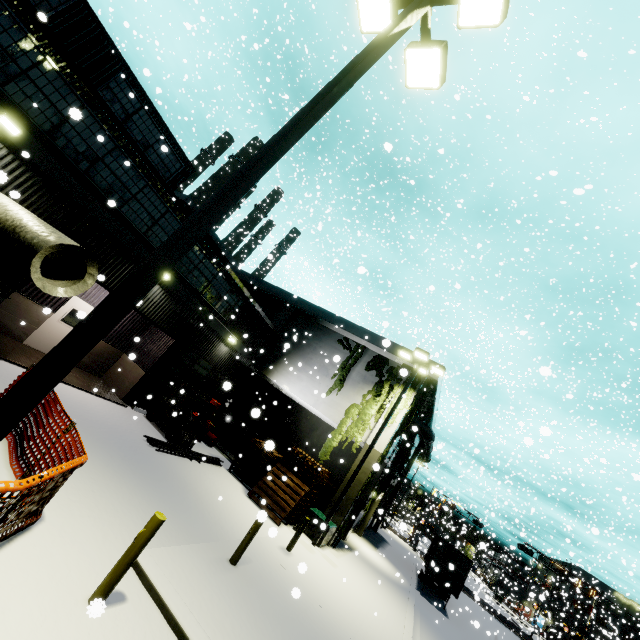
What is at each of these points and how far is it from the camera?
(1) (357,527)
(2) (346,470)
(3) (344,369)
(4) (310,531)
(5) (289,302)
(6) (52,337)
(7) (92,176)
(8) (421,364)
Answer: (1) building, 23.62m
(2) building, 20.72m
(3) tree, 19.97m
(4) electrical box, 14.27m
(5) building, 22.67m
(6) door, 12.92m
(7) building, 10.32m
(8) light, 16.42m

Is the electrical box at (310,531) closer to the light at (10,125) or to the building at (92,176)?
the building at (92,176)

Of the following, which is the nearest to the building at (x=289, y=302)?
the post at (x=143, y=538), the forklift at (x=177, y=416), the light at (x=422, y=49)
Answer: the forklift at (x=177, y=416)

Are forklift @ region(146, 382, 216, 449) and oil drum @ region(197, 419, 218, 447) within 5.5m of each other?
yes

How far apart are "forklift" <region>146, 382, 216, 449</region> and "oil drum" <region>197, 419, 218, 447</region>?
1.91m

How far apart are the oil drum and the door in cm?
664

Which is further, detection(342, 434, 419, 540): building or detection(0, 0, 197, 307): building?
detection(342, 434, 419, 540): building

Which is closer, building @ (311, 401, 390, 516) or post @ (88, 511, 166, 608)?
post @ (88, 511, 166, 608)
